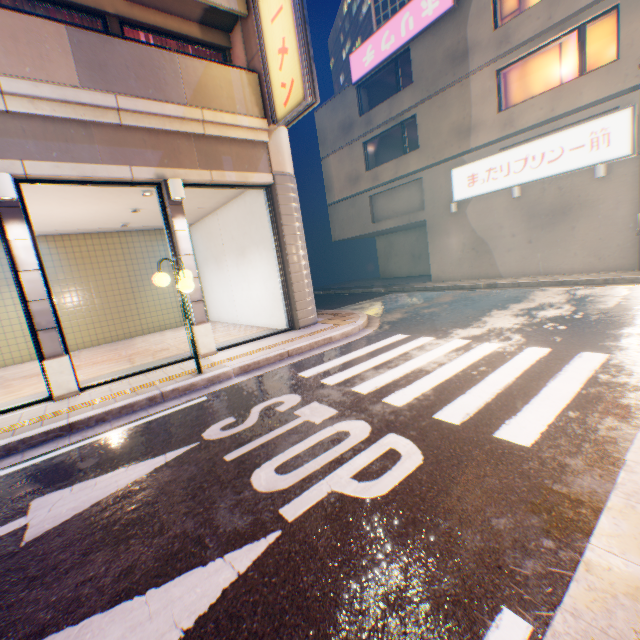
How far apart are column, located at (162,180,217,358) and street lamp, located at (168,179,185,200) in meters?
0.0 m

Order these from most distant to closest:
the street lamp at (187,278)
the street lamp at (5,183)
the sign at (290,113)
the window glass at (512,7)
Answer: the window glass at (512,7)
the sign at (290,113)
the street lamp at (187,278)
the street lamp at (5,183)

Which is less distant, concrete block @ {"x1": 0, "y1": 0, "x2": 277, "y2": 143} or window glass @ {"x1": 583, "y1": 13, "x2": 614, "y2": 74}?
concrete block @ {"x1": 0, "y1": 0, "x2": 277, "y2": 143}

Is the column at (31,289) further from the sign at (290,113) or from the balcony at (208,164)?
the sign at (290,113)

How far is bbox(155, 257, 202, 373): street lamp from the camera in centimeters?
599cm

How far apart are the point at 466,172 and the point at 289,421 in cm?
1460

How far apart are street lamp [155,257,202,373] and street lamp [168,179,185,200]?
1.6 meters

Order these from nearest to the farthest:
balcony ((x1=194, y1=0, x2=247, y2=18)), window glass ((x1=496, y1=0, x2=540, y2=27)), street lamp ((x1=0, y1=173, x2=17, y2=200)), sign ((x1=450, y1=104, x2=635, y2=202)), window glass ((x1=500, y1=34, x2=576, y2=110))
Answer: street lamp ((x1=0, y1=173, x2=17, y2=200)) < balcony ((x1=194, y1=0, x2=247, y2=18)) < sign ((x1=450, y1=104, x2=635, y2=202)) < window glass ((x1=500, y1=34, x2=576, y2=110)) < window glass ((x1=496, y1=0, x2=540, y2=27))
